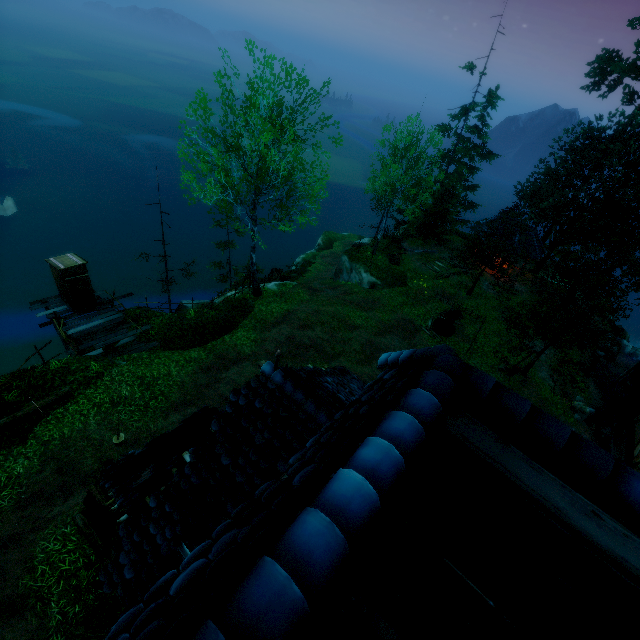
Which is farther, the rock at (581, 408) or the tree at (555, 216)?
the rock at (581, 408)

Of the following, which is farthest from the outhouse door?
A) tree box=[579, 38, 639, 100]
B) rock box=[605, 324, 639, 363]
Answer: rock box=[605, 324, 639, 363]

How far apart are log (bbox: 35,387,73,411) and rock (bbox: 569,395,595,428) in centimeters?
2687cm

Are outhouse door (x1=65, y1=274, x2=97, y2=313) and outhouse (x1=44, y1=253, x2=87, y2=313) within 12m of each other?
yes

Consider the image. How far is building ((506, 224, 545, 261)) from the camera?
28.7m

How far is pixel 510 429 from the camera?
2.2 meters

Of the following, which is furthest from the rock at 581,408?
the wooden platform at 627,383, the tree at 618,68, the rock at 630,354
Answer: the wooden platform at 627,383

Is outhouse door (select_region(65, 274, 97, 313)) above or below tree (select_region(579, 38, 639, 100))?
below
